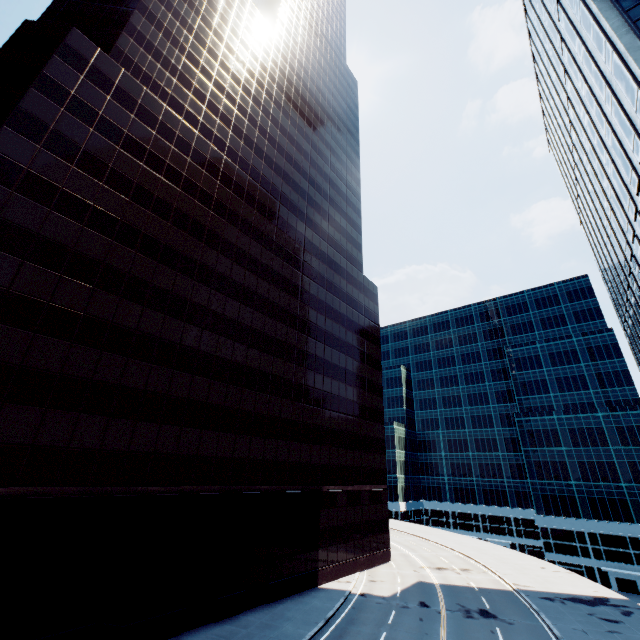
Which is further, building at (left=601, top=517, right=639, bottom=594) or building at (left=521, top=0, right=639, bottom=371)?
building at (left=601, top=517, right=639, bottom=594)

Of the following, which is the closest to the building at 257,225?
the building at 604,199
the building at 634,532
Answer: the building at 604,199

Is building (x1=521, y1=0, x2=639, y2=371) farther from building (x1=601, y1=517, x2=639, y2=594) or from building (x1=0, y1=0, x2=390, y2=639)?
building (x1=601, y1=517, x2=639, y2=594)

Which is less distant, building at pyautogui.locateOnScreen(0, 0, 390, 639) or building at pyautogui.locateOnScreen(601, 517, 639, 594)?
building at pyautogui.locateOnScreen(0, 0, 390, 639)

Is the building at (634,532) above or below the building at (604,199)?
below

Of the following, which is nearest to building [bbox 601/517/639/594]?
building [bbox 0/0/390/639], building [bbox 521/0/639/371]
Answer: building [bbox 521/0/639/371]

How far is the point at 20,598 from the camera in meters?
15.7
